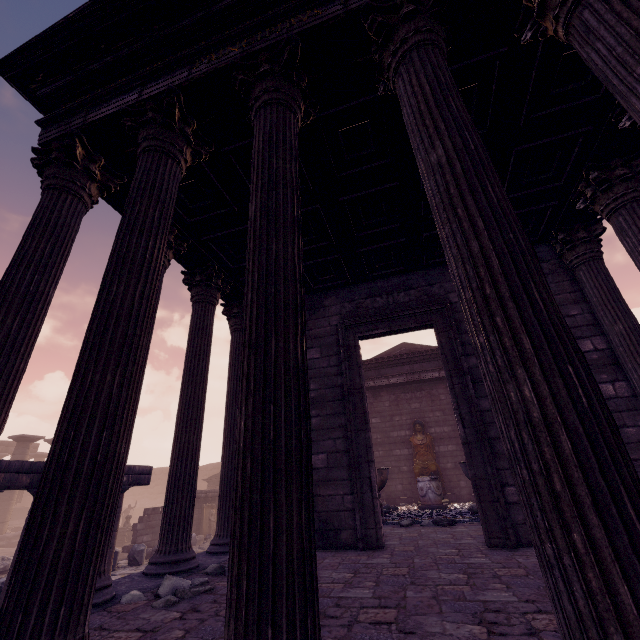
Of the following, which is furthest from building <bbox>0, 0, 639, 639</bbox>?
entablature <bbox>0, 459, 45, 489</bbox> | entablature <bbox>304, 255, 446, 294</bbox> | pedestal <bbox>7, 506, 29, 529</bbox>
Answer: pedestal <bbox>7, 506, 29, 529</bbox>

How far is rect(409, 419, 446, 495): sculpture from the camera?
12.5m

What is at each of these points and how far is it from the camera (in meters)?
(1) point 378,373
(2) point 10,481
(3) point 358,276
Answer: (1) entablature, 15.07
(2) entablature, 6.63
(3) entablature, 7.09

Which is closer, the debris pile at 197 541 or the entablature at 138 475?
the entablature at 138 475

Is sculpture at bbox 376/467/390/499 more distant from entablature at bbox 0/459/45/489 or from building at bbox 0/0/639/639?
entablature at bbox 0/459/45/489

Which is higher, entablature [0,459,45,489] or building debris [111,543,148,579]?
entablature [0,459,45,489]

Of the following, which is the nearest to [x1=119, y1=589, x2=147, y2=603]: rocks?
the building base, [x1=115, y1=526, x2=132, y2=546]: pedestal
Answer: [x1=115, y1=526, x2=132, y2=546]: pedestal

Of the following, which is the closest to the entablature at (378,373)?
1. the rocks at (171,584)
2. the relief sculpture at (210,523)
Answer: the rocks at (171,584)
